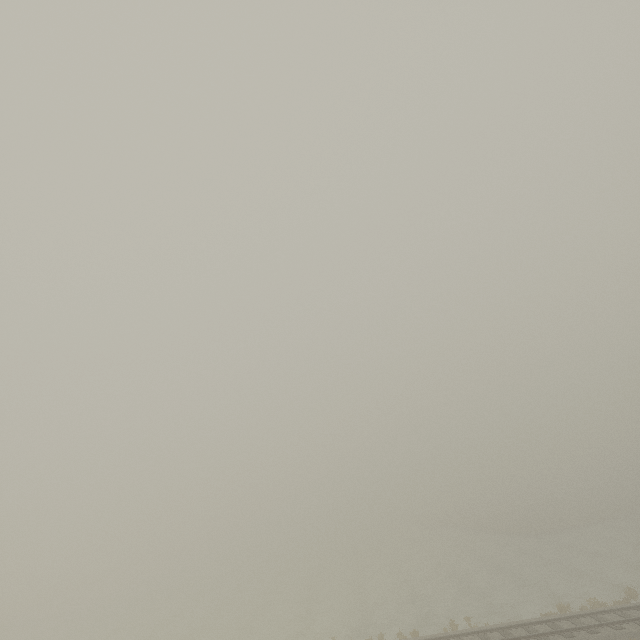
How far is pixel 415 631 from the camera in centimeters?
2120cm
